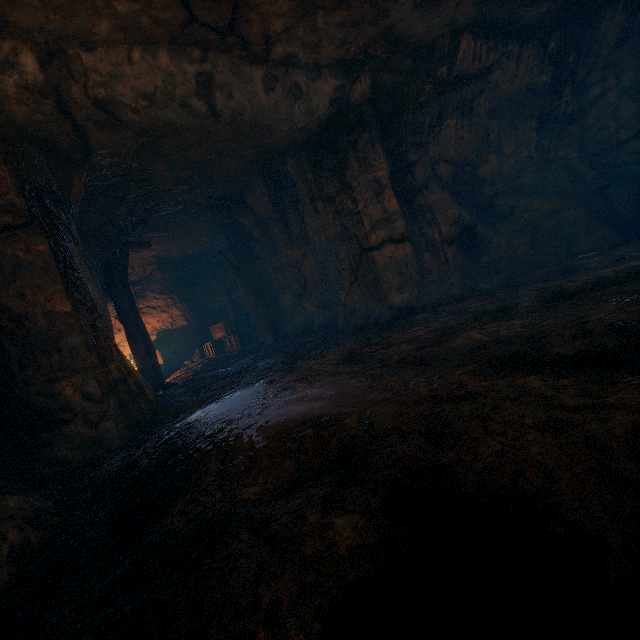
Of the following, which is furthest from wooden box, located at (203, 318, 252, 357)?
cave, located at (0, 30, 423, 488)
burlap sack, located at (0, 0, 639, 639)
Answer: burlap sack, located at (0, 0, 639, 639)

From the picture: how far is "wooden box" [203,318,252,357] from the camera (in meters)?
12.97

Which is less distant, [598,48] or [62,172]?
[62,172]

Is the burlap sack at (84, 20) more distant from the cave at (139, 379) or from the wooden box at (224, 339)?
the wooden box at (224, 339)

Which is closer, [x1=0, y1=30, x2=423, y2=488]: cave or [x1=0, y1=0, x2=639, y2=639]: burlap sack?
[x1=0, y1=0, x2=639, y2=639]: burlap sack

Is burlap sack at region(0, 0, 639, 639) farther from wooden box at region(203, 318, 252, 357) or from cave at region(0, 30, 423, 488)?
wooden box at region(203, 318, 252, 357)

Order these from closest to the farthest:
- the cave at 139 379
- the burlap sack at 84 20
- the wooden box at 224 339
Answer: the burlap sack at 84 20 < the cave at 139 379 < the wooden box at 224 339
